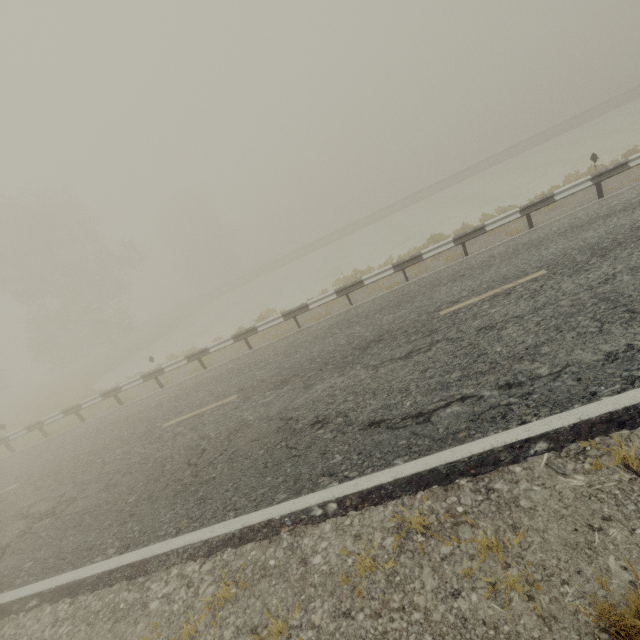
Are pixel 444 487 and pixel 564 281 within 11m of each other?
yes

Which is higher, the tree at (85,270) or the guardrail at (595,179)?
the tree at (85,270)

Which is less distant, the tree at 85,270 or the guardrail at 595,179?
the guardrail at 595,179

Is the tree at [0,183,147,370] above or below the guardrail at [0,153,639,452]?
above

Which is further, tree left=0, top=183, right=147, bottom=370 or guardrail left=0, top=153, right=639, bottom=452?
tree left=0, top=183, right=147, bottom=370
